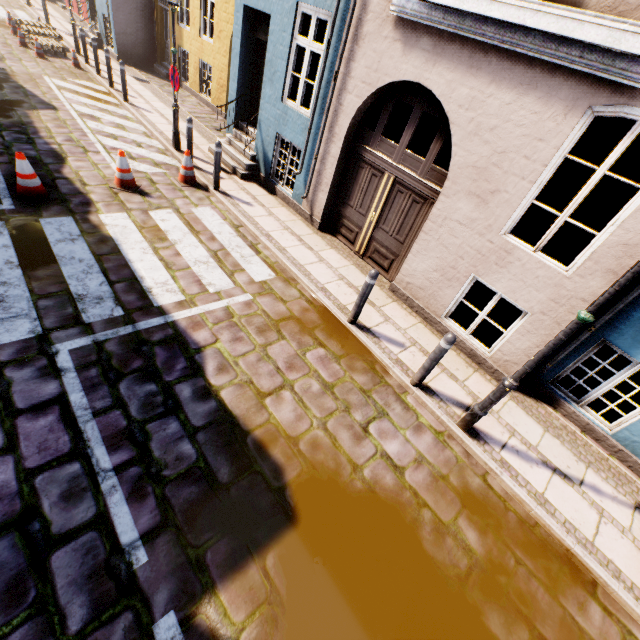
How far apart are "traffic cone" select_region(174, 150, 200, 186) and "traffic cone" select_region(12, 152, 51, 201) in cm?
257

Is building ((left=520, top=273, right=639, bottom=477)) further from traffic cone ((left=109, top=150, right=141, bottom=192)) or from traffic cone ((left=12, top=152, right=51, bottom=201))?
traffic cone ((left=12, top=152, right=51, bottom=201))

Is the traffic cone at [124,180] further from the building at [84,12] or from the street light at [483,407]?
the street light at [483,407]

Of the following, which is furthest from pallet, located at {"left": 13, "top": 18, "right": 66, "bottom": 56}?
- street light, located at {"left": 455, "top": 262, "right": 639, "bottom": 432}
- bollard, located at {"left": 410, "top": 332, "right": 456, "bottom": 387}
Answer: street light, located at {"left": 455, "top": 262, "right": 639, "bottom": 432}

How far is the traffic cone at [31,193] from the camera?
5.6 meters

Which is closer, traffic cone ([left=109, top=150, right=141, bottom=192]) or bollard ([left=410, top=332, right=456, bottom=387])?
bollard ([left=410, top=332, right=456, bottom=387])

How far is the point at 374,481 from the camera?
3.9m

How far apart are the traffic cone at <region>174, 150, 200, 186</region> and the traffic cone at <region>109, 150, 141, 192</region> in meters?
0.9
